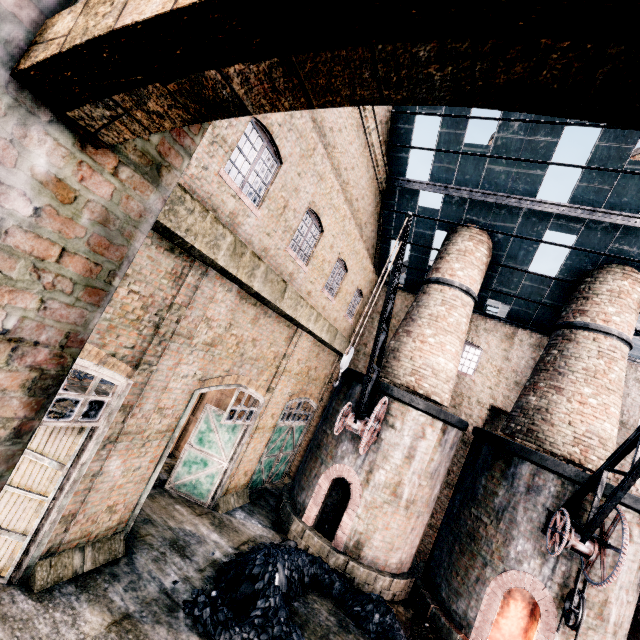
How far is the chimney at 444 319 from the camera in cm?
1438

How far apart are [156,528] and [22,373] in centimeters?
1171cm

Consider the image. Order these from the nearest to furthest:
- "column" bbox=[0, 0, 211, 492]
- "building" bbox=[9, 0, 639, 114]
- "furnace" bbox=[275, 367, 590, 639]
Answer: "building" bbox=[9, 0, 639, 114] → "column" bbox=[0, 0, 211, 492] → "furnace" bbox=[275, 367, 590, 639]

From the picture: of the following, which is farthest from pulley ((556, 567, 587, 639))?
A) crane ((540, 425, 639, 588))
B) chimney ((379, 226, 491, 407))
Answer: chimney ((379, 226, 491, 407))

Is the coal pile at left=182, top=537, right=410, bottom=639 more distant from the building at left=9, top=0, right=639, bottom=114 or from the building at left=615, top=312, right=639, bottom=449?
the building at left=9, top=0, right=639, bottom=114

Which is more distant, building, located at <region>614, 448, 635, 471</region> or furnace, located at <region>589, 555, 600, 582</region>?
building, located at <region>614, 448, 635, 471</region>

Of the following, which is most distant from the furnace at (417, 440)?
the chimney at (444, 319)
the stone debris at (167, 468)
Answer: the stone debris at (167, 468)

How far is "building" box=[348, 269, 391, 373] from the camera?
19.8m
